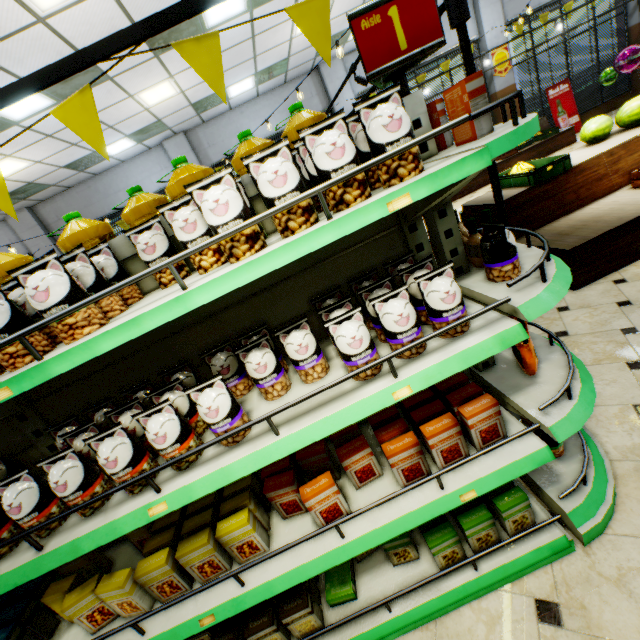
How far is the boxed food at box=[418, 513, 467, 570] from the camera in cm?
153

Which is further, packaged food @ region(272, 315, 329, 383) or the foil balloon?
the foil balloon

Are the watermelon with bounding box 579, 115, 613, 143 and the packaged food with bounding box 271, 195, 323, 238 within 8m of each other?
yes

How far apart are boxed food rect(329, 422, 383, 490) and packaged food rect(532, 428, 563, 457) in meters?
0.6

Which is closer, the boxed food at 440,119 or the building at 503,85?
the boxed food at 440,119

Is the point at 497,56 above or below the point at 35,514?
above

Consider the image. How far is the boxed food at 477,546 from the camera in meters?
1.5 m

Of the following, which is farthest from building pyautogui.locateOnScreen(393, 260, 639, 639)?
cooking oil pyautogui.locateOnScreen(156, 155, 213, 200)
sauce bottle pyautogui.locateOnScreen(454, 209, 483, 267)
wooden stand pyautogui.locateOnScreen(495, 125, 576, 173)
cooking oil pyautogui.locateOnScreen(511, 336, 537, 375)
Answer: cooking oil pyautogui.locateOnScreen(156, 155, 213, 200)
